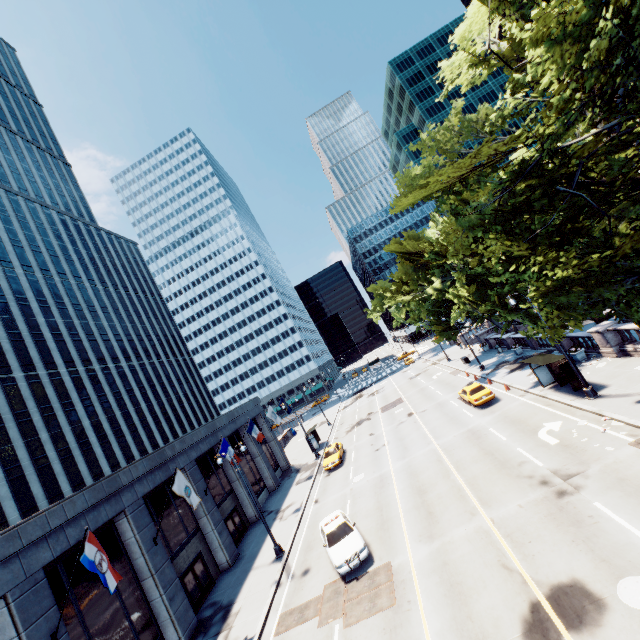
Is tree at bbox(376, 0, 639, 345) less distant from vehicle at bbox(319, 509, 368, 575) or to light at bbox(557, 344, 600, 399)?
light at bbox(557, 344, 600, 399)

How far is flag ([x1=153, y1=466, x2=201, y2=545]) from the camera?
18.14m

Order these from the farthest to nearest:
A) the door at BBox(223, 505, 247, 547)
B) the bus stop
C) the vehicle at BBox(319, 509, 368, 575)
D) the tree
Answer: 1. the door at BBox(223, 505, 247, 547)
2. the bus stop
3. the vehicle at BBox(319, 509, 368, 575)
4. the tree

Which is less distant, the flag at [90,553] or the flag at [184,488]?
the flag at [90,553]

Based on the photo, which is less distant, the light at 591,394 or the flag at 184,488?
the flag at 184,488

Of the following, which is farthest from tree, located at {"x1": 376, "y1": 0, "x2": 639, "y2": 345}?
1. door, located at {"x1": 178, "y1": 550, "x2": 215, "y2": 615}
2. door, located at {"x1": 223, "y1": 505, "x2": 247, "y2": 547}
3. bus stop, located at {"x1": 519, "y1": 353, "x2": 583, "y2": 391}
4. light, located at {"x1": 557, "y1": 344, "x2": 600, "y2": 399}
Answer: door, located at {"x1": 223, "y1": 505, "x2": 247, "y2": 547}

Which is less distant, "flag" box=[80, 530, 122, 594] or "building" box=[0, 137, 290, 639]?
"flag" box=[80, 530, 122, 594]

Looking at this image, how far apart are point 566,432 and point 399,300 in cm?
2430
